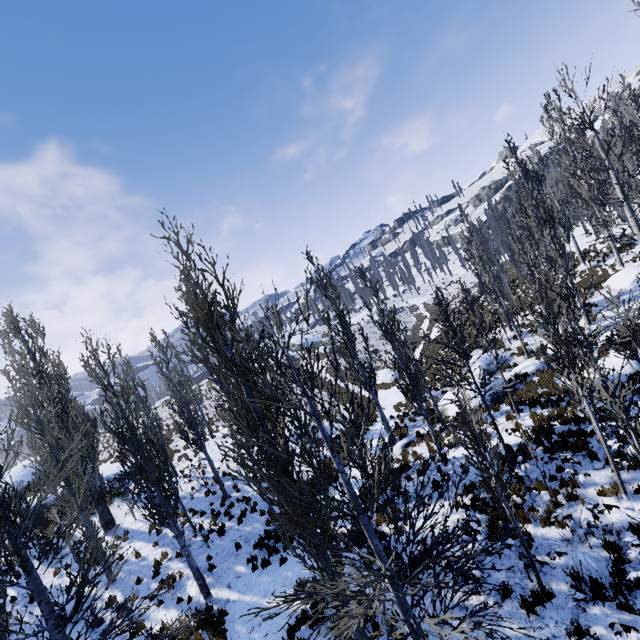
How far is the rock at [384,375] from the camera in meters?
28.7

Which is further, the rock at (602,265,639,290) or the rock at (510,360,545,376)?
the rock at (602,265,639,290)

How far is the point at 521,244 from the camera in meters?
29.9

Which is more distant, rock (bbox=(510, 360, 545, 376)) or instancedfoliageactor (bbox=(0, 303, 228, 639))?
rock (bbox=(510, 360, 545, 376))

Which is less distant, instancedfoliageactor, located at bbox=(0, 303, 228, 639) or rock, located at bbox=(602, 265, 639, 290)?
instancedfoliageactor, located at bbox=(0, 303, 228, 639)

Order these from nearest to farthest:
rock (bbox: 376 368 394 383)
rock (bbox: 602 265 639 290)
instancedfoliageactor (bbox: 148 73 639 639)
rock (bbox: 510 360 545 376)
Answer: instancedfoliageactor (bbox: 148 73 639 639) < rock (bbox: 510 360 545 376) < rock (bbox: 602 265 639 290) < rock (bbox: 376 368 394 383)

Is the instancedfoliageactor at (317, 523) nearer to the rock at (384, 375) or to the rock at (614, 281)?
the rock at (614, 281)

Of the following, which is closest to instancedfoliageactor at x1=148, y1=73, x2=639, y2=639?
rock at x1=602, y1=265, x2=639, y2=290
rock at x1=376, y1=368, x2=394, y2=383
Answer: rock at x1=602, y1=265, x2=639, y2=290
